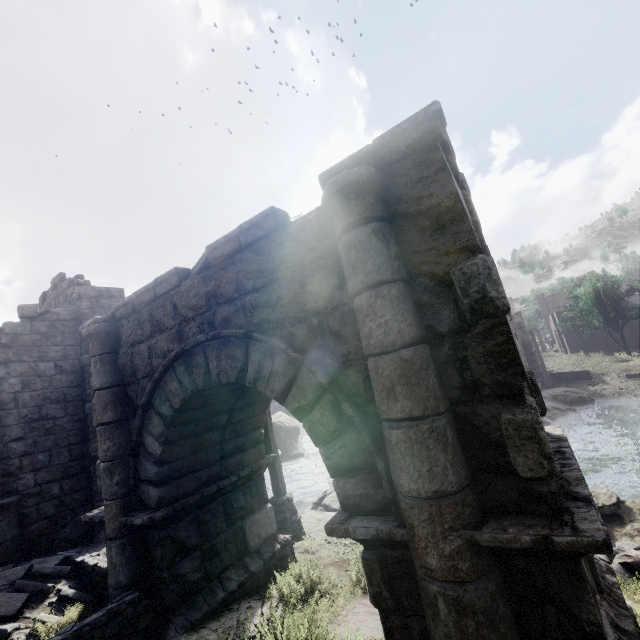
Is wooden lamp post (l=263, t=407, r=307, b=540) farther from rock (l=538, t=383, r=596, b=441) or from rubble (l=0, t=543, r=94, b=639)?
rock (l=538, t=383, r=596, b=441)

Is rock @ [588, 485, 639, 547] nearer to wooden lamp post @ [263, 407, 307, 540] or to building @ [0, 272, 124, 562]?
wooden lamp post @ [263, 407, 307, 540]

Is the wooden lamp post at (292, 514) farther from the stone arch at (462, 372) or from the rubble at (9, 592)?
the rubble at (9, 592)

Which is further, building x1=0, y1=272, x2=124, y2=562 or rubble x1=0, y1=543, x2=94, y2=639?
building x1=0, y1=272, x2=124, y2=562

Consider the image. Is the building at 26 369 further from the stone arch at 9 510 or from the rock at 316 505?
the rock at 316 505

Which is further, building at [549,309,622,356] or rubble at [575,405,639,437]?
building at [549,309,622,356]

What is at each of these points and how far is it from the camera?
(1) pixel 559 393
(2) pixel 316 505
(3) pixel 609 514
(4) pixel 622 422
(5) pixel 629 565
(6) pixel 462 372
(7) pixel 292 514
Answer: (1) rock, 22.7m
(2) rock, 13.6m
(3) rock, 8.6m
(4) rubble, 19.4m
(5) rubble, 5.7m
(6) stone arch, 2.9m
(7) wooden lamp post, 9.4m

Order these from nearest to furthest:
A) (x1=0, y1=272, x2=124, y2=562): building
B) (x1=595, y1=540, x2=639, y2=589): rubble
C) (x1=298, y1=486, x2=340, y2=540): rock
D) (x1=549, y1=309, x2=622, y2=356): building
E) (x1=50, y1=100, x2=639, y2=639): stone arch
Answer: (x1=50, y1=100, x2=639, y2=639): stone arch < (x1=595, y1=540, x2=639, y2=589): rubble < (x1=0, y1=272, x2=124, y2=562): building < (x1=298, y1=486, x2=340, y2=540): rock < (x1=549, y1=309, x2=622, y2=356): building
